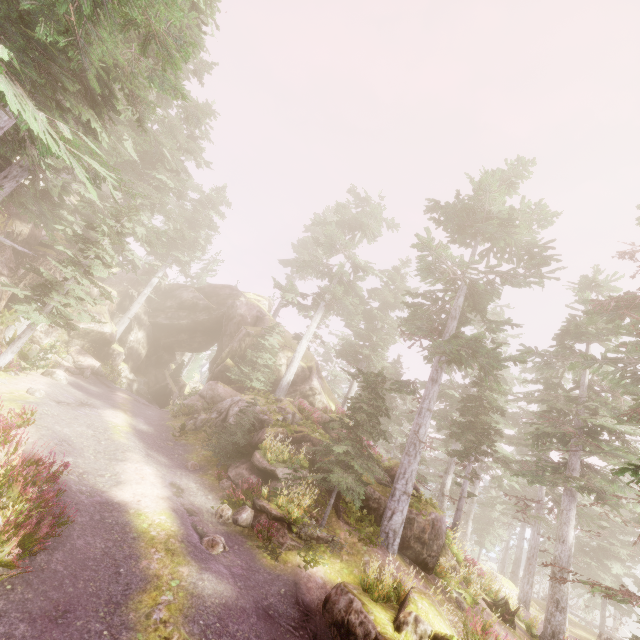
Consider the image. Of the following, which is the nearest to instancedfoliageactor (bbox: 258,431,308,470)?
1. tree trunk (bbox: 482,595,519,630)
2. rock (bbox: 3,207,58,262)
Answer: rock (bbox: 3,207,58,262)

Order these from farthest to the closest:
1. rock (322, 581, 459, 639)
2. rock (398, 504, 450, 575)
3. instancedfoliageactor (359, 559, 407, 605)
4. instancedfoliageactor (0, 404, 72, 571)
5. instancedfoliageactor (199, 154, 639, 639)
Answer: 1. rock (398, 504, 450, 575)
2. instancedfoliageactor (199, 154, 639, 639)
3. instancedfoliageactor (359, 559, 407, 605)
4. rock (322, 581, 459, 639)
5. instancedfoliageactor (0, 404, 72, 571)

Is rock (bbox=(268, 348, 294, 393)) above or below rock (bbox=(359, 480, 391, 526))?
above

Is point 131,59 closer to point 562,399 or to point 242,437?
point 242,437

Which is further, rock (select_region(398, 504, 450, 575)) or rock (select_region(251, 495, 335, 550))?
rock (select_region(398, 504, 450, 575))

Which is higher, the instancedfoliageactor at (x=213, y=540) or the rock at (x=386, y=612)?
the rock at (x=386, y=612)

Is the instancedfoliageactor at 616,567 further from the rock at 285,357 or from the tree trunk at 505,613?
the tree trunk at 505,613
